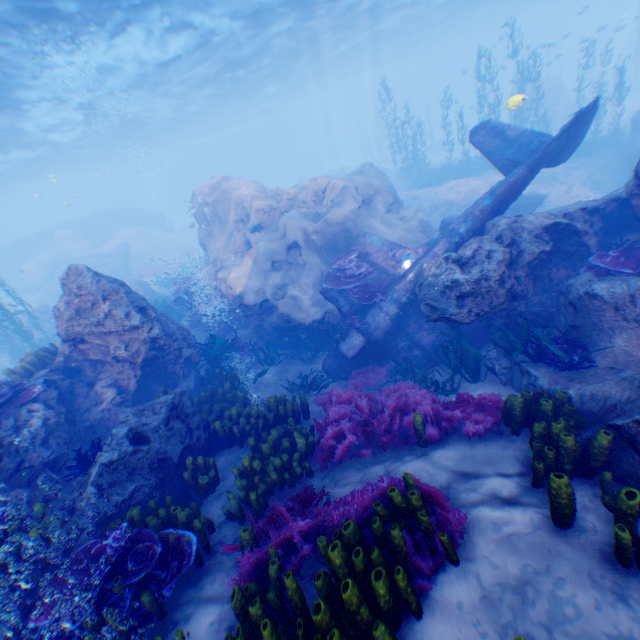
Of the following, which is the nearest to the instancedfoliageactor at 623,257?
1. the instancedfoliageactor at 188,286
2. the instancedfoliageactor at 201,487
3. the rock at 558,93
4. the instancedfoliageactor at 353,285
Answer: the rock at 558,93

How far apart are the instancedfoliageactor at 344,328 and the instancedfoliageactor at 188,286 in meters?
14.7 m

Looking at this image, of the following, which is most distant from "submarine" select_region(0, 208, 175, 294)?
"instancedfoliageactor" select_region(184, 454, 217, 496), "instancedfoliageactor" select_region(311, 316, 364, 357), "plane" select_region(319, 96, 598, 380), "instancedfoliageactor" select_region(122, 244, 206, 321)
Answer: "instancedfoliageactor" select_region(184, 454, 217, 496)

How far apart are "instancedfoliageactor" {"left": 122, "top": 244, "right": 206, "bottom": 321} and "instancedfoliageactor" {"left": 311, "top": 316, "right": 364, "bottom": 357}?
14.7m

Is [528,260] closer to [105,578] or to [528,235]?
[528,235]

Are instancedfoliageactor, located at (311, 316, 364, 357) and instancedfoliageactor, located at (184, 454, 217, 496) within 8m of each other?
yes

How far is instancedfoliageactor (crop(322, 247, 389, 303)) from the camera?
9.68m

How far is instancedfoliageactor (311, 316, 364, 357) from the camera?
9.70m
